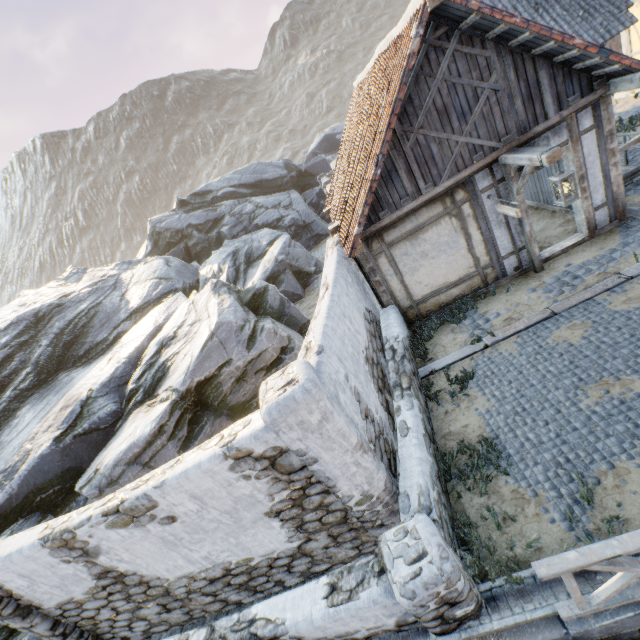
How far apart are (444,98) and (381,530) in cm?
747

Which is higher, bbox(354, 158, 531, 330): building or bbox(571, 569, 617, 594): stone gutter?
bbox(354, 158, 531, 330): building

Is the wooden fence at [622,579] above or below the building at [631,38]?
below

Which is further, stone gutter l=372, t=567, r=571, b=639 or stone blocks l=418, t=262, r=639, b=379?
stone blocks l=418, t=262, r=639, b=379

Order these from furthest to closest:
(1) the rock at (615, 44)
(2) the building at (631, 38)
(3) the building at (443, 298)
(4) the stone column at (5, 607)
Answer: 1. (1) the rock at (615, 44)
2. (2) the building at (631, 38)
3. (3) the building at (443, 298)
4. (4) the stone column at (5, 607)

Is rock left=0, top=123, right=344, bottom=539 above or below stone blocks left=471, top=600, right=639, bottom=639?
above

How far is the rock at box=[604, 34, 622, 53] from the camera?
16.5 meters

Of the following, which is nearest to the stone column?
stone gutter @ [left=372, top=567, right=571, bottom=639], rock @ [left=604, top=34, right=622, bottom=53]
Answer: rock @ [left=604, top=34, right=622, bottom=53]
